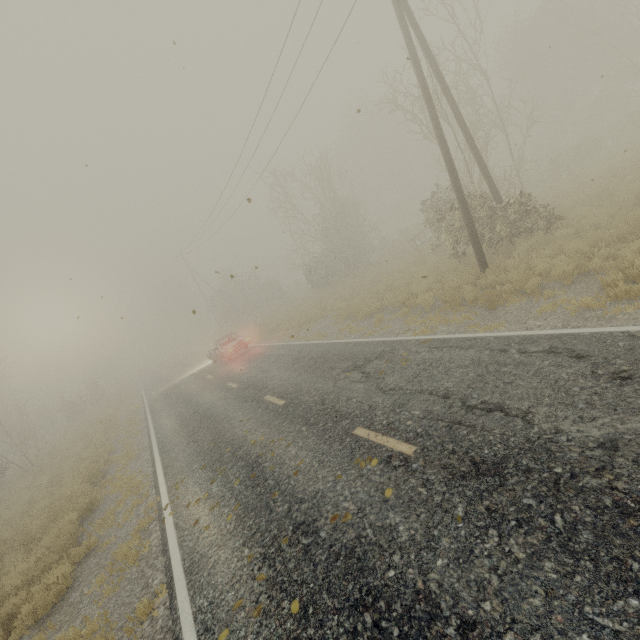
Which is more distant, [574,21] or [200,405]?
[574,21]

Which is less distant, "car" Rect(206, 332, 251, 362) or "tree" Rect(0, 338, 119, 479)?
"car" Rect(206, 332, 251, 362)

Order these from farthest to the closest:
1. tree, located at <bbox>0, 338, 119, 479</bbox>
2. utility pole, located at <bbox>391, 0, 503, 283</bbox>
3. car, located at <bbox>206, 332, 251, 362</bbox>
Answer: tree, located at <bbox>0, 338, 119, 479</bbox> → car, located at <bbox>206, 332, 251, 362</bbox> → utility pole, located at <bbox>391, 0, 503, 283</bbox>

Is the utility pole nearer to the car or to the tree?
the car

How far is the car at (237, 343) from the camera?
19.27m

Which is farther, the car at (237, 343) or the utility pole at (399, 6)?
the car at (237, 343)
